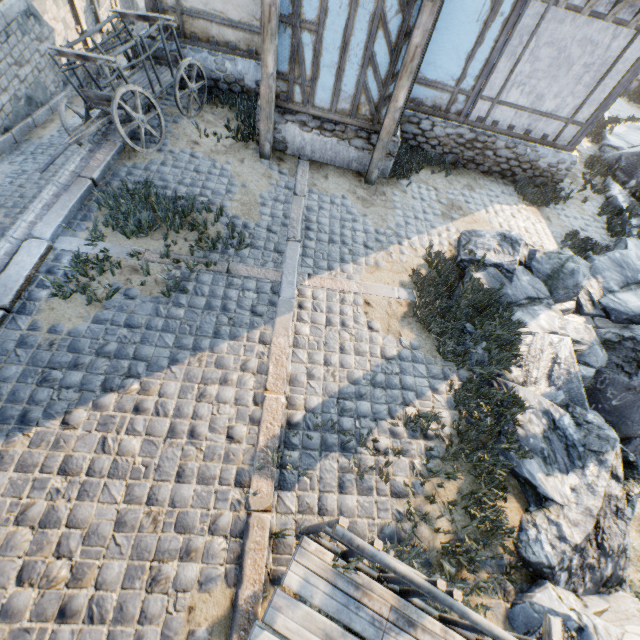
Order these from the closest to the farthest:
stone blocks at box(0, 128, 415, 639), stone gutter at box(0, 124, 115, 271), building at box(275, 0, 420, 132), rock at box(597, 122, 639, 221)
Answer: stone blocks at box(0, 128, 415, 639), stone gutter at box(0, 124, 115, 271), building at box(275, 0, 420, 132), rock at box(597, 122, 639, 221)

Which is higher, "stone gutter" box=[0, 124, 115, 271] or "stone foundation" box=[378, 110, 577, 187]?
"stone foundation" box=[378, 110, 577, 187]

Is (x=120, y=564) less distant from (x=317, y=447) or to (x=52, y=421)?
(x=52, y=421)

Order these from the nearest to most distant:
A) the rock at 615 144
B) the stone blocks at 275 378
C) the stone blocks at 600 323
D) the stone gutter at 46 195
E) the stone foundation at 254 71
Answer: the stone blocks at 275 378 → the stone gutter at 46 195 → the stone blocks at 600 323 → the stone foundation at 254 71 → the rock at 615 144

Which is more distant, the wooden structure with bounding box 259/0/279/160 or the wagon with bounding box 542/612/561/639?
the wooden structure with bounding box 259/0/279/160

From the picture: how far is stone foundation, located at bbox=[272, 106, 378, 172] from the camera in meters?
7.3 m

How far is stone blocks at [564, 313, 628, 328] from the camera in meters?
6.6

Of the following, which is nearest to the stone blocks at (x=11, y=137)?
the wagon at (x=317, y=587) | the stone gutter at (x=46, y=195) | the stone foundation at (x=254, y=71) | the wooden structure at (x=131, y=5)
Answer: the stone gutter at (x=46, y=195)
